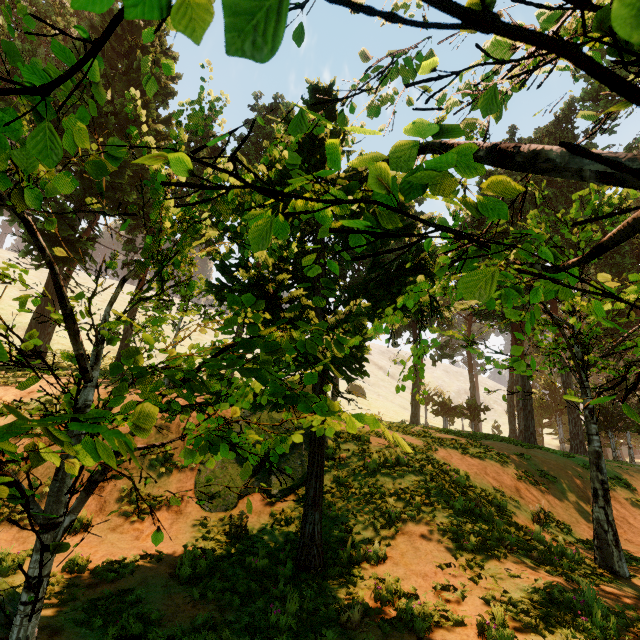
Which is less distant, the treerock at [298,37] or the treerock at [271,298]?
the treerock at [271,298]

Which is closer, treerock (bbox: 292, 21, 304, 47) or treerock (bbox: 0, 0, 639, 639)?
treerock (bbox: 0, 0, 639, 639)

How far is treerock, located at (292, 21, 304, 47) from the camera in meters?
2.0 m

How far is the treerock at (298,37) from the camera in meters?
2.0 m

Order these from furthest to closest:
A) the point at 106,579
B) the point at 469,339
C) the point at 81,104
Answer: the point at 81,104, the point at 469,339, the point at 106,579

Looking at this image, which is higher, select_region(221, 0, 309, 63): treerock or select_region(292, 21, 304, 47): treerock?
select_region(292, 21, 304, 47): treerock
